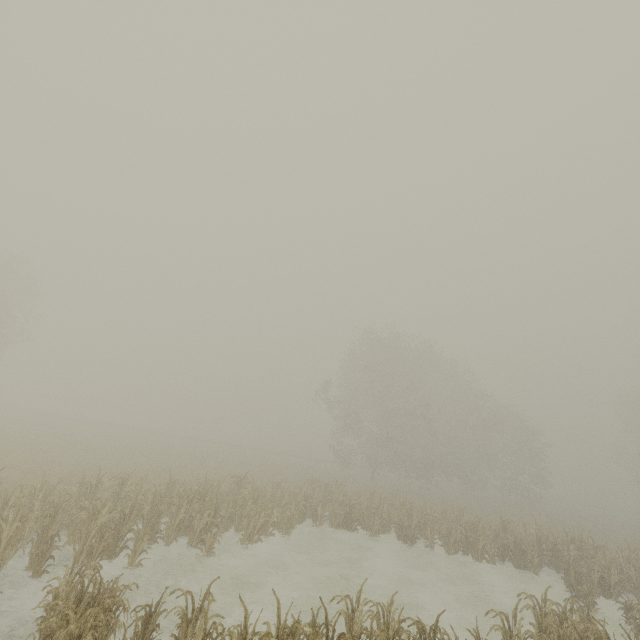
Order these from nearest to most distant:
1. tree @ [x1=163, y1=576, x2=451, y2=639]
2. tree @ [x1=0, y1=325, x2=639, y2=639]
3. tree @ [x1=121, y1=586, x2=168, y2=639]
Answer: tree @ [x1=163, y1=576, x2=451, y2=639]
tree @ [x1=121, y1=586, x2=168, y2=639]
tree @ [x1=0, y1=325, x2=639, y2=639]

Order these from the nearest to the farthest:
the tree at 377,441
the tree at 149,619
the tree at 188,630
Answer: the tree at 188,630 < the tree at 149,619 < the tree at 377,441

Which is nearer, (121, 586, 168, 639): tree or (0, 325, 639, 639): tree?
(121, 586, 168, 639): tree

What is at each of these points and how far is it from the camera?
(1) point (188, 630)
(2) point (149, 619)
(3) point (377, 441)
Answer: (1) tree, 5.9 meters
(2) tree, 6.5 meters
(3) tree, 32.3 meters

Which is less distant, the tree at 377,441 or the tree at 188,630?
the tree at 188,630
